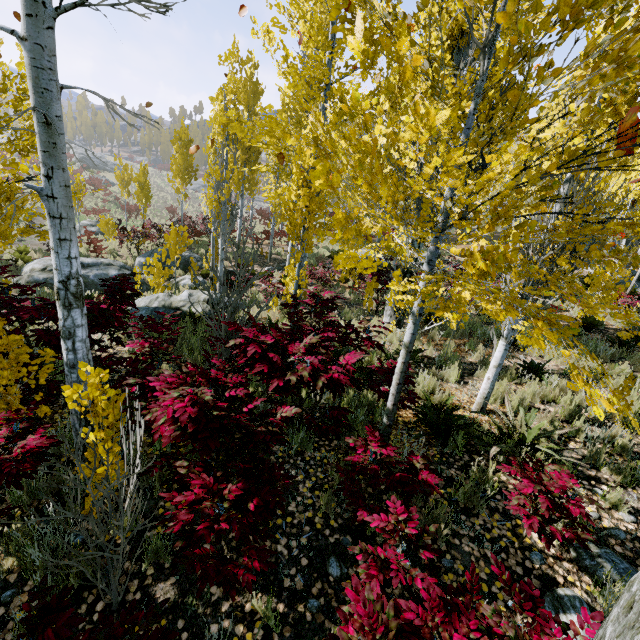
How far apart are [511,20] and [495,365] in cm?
709

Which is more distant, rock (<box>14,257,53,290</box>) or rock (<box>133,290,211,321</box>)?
rock (<box>14,257,53,290</box>)

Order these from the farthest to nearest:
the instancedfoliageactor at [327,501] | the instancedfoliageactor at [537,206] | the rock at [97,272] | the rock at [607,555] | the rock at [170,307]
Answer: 1. the rock at [97,272]
2. the rock at [170,307]
3. the instancedfoliageactor at [327,501]
4. the instancedfoliageactor at [537,206]
5. the rock at [607,555]

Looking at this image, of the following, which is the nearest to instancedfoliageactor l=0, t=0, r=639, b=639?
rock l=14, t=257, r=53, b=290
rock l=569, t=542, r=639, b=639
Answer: rock l=569, t=542, r=639, b=639

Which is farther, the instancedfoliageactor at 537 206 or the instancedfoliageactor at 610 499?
the instancedfoliageactor at 610 499
